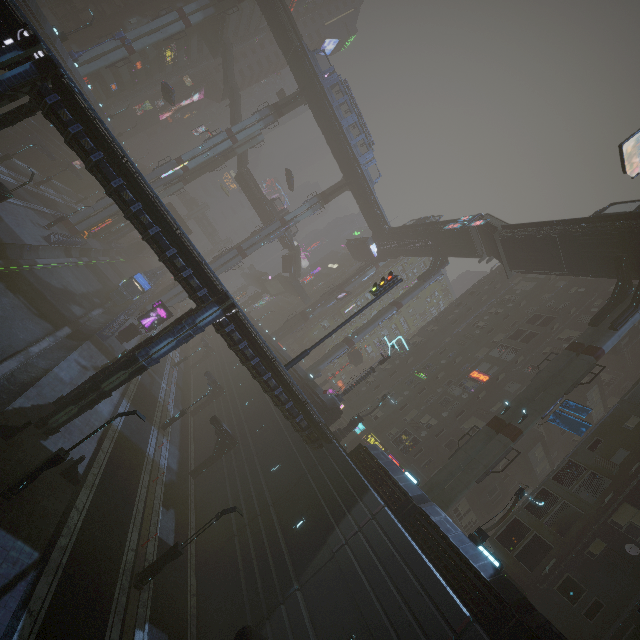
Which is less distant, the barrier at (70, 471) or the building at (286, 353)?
the barrier at (70, 471)

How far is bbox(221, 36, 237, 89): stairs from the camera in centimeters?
5817cm

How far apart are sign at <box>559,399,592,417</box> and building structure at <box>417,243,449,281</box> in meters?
26.2

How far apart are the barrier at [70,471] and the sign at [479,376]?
33.5m

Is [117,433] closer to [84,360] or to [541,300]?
[84,360]

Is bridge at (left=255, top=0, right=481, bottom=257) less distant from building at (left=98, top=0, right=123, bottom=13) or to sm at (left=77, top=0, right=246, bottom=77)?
sm at (left=77, top=0, right=246, bottom=77)

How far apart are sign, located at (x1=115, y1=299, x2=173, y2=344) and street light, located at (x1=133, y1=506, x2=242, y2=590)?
24.5m

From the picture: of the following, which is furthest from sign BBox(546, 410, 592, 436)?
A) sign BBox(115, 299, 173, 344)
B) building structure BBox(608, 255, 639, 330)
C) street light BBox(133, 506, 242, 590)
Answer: sign BBox(115, 299, 173, 344)
